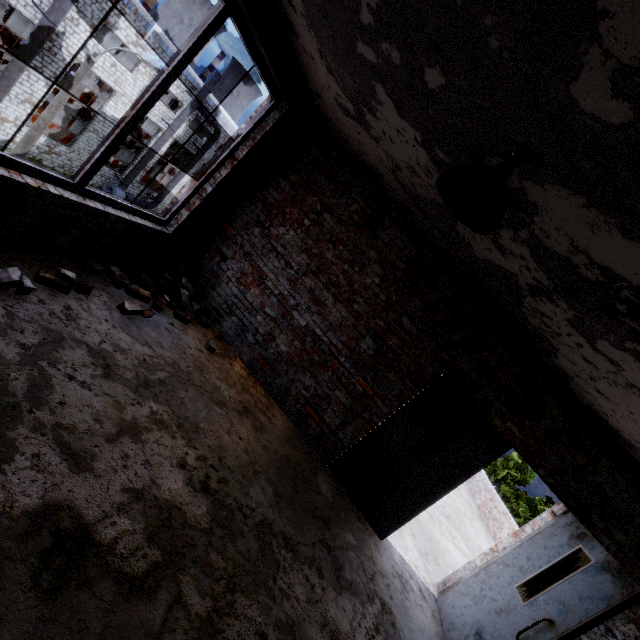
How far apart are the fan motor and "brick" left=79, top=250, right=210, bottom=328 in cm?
2651

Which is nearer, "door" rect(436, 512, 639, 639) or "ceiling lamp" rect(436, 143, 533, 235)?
"ceiling lamp" rect(436, 143, 533, 235)

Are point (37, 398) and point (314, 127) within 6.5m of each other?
yes

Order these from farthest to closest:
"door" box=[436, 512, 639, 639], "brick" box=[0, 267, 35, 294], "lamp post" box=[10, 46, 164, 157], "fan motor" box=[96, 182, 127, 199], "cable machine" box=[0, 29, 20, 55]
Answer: "cable machine" box=[0, 29, 20, 55] → "fan motor" box=[96, 182, 127, 199] → "lamp post" box=[10, 46, 164, 157] → "door" box=[436, 512, 639, 639] → "brick" box=[0, 267, 35, 294]

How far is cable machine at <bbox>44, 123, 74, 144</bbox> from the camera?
22.8 meters

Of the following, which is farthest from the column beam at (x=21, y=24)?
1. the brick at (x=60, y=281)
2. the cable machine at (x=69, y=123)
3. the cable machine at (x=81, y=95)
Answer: the brick at (x=60, y=281)

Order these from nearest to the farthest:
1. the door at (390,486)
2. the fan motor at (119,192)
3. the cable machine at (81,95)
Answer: the door at (390,486) → the fan motor at (119,192) → the cable machine at (81,95)

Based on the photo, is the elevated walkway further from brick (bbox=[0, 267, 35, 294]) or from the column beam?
the column beam
